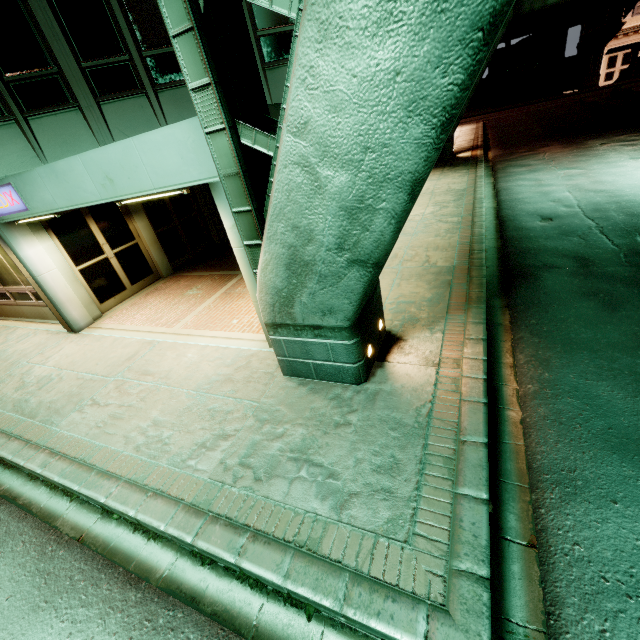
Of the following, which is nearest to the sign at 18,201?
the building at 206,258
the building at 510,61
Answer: the building at 206,258

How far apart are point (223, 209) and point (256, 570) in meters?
4.4

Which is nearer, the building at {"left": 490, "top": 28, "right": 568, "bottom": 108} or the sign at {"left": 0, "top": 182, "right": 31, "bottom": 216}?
the sign at {"left": 0, "top": 182, "right": 31, "bottom": 216}

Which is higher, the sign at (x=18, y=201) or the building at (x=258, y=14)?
the building at (x=258, y=14)

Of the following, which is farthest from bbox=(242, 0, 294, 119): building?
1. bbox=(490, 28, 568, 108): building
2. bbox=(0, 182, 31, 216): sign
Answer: bbox=(490, 28, 568, 108): building

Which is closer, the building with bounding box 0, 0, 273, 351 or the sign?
the building with bounding box 0, 0, 273, 351

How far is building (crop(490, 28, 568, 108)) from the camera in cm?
3569

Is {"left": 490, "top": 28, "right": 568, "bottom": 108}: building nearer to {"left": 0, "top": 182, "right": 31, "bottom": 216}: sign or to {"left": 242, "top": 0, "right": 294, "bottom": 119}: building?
{"left": 242, "top": 0, "right": 294, "bottom": 119}: building
